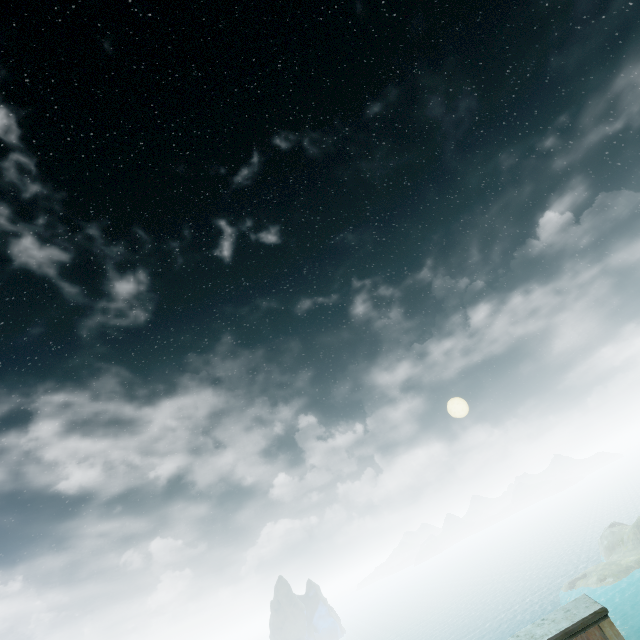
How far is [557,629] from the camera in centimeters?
545cm
